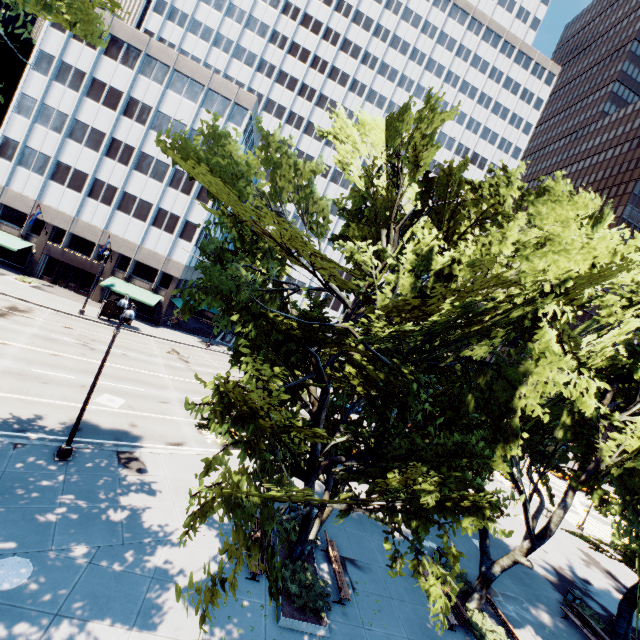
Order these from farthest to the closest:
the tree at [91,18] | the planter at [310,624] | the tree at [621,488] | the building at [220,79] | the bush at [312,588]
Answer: the building at [220,79]
the bush at [312,588]
the planter at [310,624]
the tree at [91,18]
the tree at [621,488]

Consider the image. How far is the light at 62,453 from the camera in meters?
13.1

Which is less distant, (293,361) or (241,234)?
(241,234)

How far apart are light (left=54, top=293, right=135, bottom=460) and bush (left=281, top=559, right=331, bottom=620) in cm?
1002

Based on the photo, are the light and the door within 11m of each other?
no

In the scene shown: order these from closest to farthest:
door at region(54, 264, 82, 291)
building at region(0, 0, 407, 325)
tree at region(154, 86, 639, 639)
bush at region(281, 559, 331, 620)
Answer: tree at region(154, 86, 639, 639)
bush at region(281, 559, 331, 620)
building at region(0, 0, 407, 325)
door at region(54, 264, 82, 291)

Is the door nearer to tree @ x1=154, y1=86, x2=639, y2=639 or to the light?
tree @ x1=154, y1=86, x2=639, y2=639

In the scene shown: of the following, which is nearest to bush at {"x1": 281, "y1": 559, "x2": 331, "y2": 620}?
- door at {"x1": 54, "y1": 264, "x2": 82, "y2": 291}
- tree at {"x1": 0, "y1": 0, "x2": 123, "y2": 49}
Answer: tree at {"x1": 0, "y1": 0, "x2": 123, "y2": 49}
